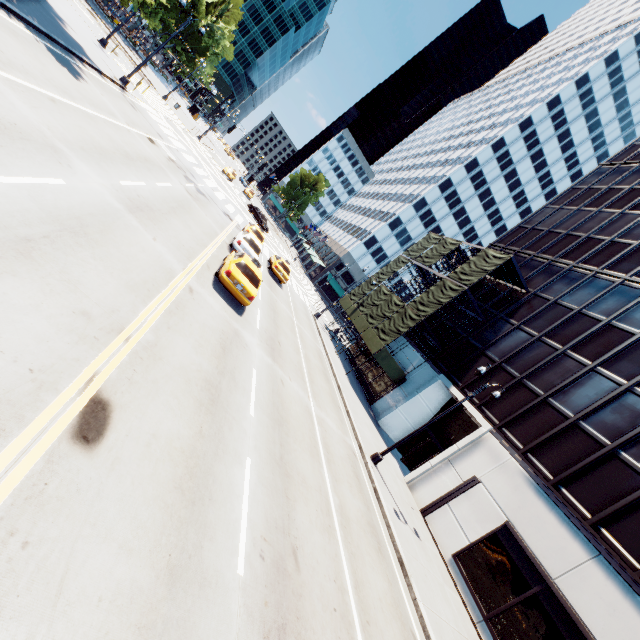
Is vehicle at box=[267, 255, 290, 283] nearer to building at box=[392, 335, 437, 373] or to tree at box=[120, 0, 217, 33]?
building at box=[392, 335, 437, 373]

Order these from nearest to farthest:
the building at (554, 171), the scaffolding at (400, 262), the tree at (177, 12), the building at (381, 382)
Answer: the building at (554, 171) < the tree at (177, 12) < the scaffolding at (400, 262) < the building at (381, 382)

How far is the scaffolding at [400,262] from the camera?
25.2m

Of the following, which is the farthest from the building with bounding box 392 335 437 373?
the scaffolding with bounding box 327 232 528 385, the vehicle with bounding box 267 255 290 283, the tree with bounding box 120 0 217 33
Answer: the tree with bounding box 120 0 217 33

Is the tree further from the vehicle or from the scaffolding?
the scaffolding

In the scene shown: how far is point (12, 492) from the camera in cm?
347

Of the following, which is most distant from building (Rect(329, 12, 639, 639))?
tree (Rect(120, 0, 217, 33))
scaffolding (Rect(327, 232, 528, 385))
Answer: tree (Rect(120, 0, 217, 33))
